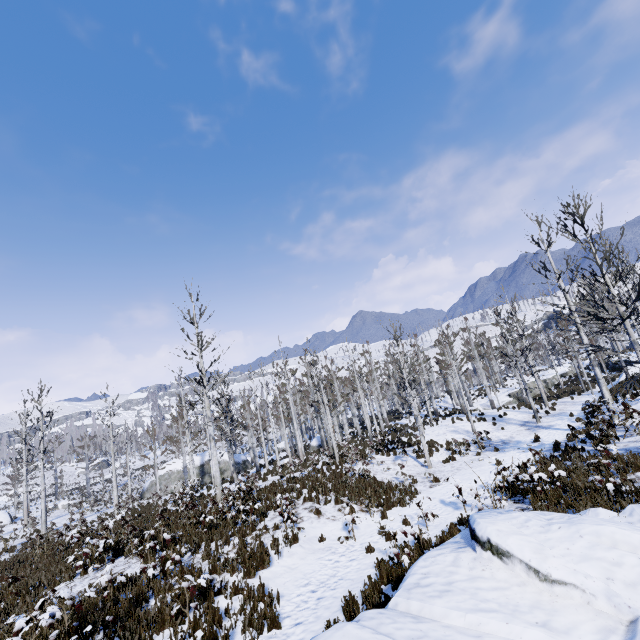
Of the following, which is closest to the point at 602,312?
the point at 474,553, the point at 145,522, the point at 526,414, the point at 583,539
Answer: the point at 583,539

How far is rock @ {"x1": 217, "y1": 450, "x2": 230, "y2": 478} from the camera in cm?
3538

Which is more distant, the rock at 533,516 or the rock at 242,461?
the rock at 242,461

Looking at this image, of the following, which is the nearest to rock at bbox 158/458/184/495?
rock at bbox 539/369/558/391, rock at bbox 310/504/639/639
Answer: rock at bbox 539/369/558/391

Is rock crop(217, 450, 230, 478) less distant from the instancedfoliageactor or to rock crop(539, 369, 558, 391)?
the instancedfoliageactor

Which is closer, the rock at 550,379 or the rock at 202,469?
the rock at 202,469

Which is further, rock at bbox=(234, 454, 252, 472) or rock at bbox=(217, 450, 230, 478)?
rock at bbox=(234, 454, 252, 472)
